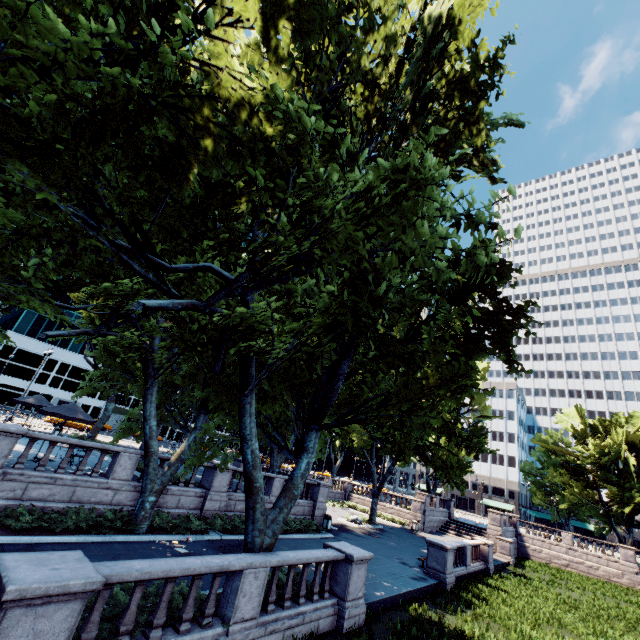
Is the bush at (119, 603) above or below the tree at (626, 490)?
below

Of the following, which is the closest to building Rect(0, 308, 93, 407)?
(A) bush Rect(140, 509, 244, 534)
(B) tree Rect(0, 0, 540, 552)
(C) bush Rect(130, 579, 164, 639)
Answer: (B) tree Rect(0, 0, 540, 552)

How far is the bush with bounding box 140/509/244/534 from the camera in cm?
1499

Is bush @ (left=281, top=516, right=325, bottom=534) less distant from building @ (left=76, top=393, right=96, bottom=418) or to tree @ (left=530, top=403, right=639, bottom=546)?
tree @ (left=530, top=403, right=639, bottom=546)

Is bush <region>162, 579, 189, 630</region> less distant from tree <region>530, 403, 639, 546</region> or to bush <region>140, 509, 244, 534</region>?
tree <region>530, 403, 639, 546</region>

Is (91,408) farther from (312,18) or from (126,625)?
(312,18)

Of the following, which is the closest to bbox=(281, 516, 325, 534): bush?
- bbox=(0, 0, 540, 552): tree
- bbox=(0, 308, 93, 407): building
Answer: bbox=(0, 0, 540, 552): tree

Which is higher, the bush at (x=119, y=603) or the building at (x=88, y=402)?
the building at (x=88, y=402)
